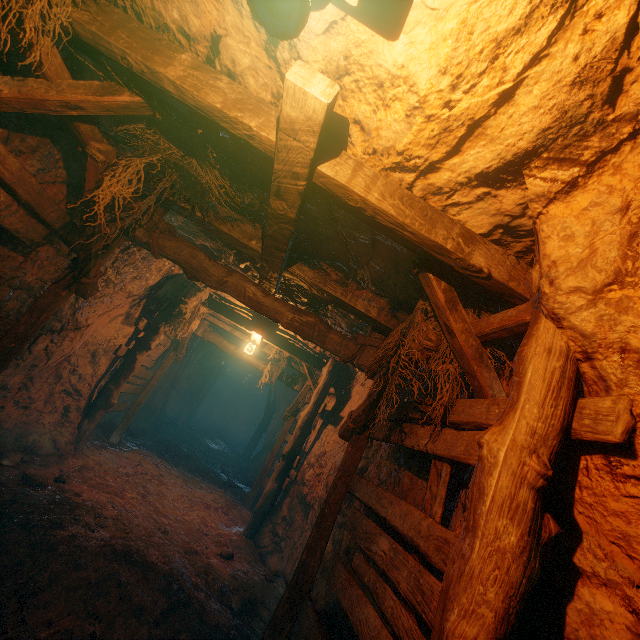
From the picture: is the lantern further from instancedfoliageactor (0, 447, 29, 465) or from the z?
instancedfoliageactor (0, 447, 29, 465)

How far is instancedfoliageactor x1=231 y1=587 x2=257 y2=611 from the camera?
4.6 meters

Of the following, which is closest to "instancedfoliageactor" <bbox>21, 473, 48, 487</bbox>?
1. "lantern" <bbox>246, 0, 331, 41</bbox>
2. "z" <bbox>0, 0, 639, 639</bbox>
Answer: "z" <bbox>0, 0, 639, 639</bbox>

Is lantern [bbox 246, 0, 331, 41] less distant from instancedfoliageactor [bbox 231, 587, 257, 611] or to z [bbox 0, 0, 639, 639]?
z [bbox 0, 0, 639, 639]

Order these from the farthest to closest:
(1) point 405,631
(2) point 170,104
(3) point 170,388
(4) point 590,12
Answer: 1. (3) point 170,388
2. (2) point 170,104
3. (1) point 405,631
4. (4) point 590,12

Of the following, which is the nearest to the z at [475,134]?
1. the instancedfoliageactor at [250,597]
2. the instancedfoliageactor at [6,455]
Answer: the instancedfoliageactor at [250,597]

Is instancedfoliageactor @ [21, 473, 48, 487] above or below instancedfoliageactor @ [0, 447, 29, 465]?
above

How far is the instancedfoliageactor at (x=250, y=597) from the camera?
4.56m
